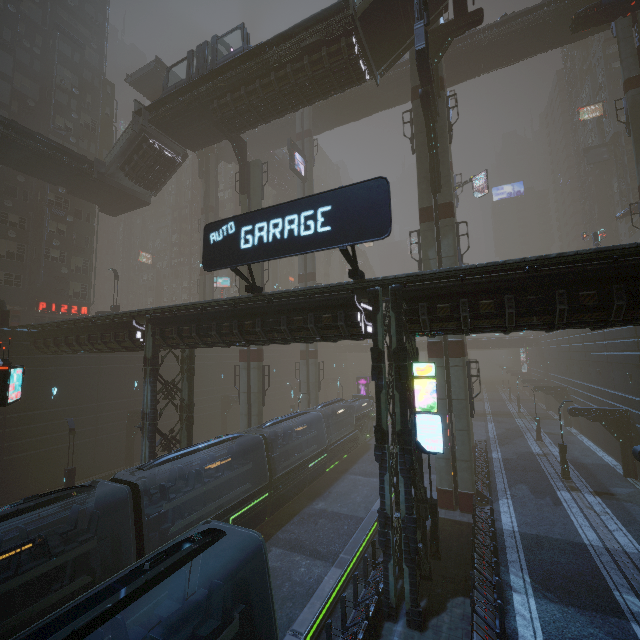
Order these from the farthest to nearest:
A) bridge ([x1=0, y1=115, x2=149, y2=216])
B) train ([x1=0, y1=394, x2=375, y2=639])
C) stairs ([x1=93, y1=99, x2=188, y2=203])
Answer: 1. stairs ([x1=93, y1=99, x2=188, y2=203])
2. bridge ([x1=0, y1=115, x2=149, y2=216])
3. train ([x1=0, y1=394, x2=375, y2=639])

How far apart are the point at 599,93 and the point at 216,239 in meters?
72.0 m

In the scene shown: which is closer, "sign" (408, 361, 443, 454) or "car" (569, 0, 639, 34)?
"sign" (408, 361, 443, 454)

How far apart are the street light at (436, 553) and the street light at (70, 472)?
21.8m

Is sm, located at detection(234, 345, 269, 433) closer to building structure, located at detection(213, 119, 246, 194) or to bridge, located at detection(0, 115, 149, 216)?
building structure, located at detection(213, 119, 246, 194)

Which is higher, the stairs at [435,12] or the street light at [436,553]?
the stairs at [435,12]

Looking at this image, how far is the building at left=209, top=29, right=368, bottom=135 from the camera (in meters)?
20.38

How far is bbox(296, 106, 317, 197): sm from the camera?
38.69m
